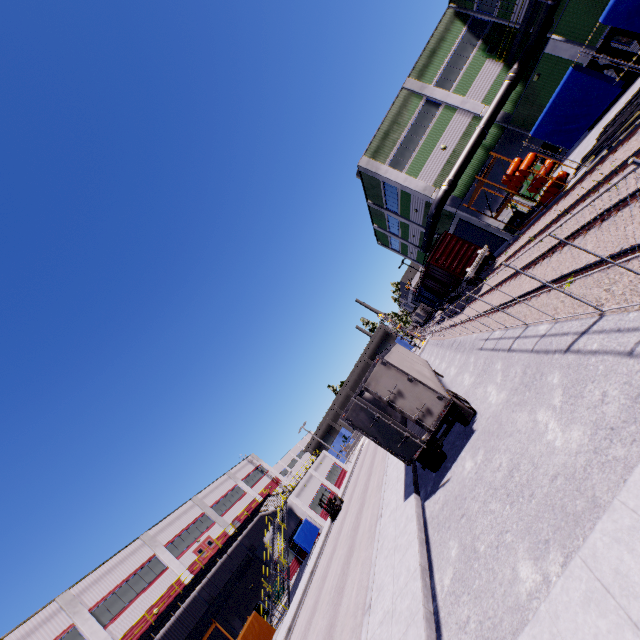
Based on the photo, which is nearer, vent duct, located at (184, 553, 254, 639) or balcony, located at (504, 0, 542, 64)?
balcony, located at (504, 0, 542, 64)

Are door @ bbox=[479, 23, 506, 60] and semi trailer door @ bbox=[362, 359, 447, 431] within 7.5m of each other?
no

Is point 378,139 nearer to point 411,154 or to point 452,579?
point 411,154

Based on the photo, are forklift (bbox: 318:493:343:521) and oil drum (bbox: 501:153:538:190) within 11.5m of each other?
no

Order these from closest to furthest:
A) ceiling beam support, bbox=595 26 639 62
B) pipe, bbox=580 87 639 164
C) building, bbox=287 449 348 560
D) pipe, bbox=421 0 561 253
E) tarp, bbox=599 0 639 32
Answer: tarp, bbox=599 0 639 32
pipe, bbox=580 87 639 164
ceiling beam support, bbox=595 26 639 62
pipe, bbox=421 0 561 253
building, bbox=287 449 348 560

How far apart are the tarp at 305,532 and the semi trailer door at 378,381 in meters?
27.4

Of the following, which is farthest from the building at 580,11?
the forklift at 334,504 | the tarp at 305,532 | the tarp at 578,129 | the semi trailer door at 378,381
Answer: the semi trailer door at 378,381

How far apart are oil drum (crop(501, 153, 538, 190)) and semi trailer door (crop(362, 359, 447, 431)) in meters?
15.3 m
